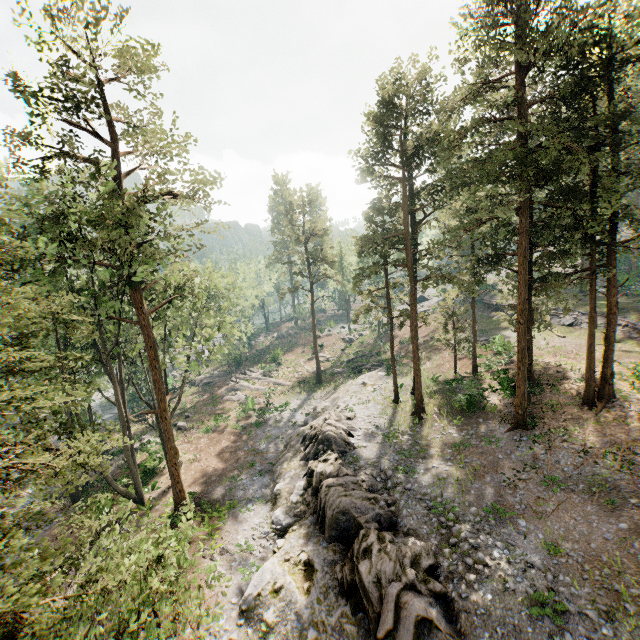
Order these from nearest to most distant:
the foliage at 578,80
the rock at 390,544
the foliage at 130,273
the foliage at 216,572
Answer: the foliage at 130,273 → the foliage at 216,572 → the rock at 390,544 → the foliage at 578,80

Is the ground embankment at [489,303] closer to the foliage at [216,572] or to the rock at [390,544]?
the foliage at [216,572]

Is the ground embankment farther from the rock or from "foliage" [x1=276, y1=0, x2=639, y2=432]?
the rock

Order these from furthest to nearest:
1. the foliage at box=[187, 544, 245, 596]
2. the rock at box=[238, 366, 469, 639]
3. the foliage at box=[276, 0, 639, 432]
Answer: the foliage at box=[276, 0, 639, 432] → the rock at box=[238, 366, 469, 639] → the foliage at box=[187, 544, 245, 596]

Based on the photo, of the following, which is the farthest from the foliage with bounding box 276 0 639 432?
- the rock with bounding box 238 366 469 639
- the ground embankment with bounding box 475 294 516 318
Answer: the ground embankment with bounding box 475 294 516 318

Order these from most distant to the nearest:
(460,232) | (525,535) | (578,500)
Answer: (460,232) < (578,500) < (525,535)

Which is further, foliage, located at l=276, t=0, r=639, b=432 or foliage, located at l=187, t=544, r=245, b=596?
foliage, located at l=276, t=0, r=639, b=432
